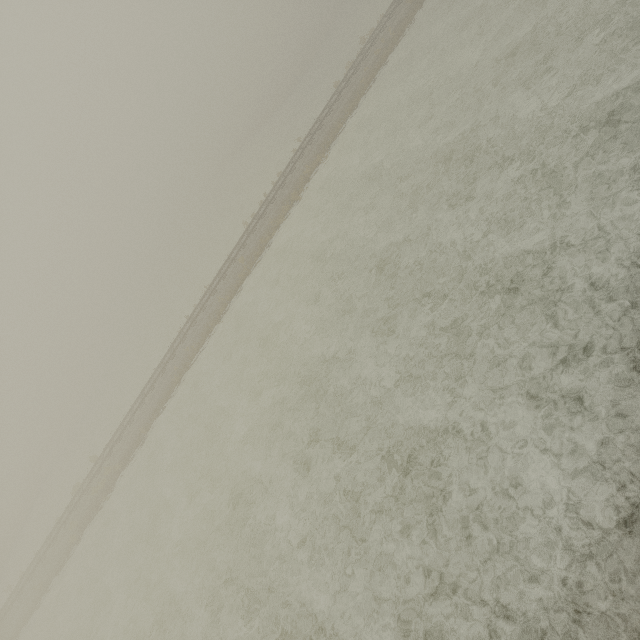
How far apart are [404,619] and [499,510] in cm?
294
